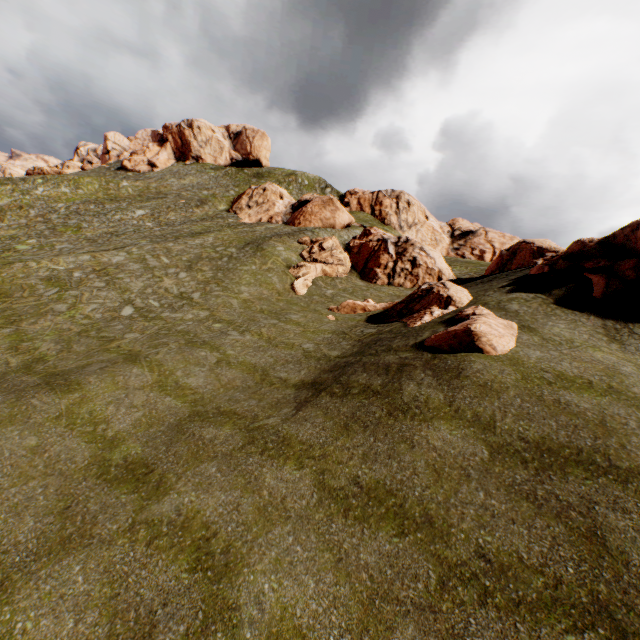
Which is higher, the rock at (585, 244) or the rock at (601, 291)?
the rock at (585, 244)

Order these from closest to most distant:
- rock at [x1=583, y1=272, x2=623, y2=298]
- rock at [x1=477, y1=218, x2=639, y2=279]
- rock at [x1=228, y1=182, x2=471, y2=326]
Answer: rock at [x1=583, y1=272, x2=623, y2=298] < rock at [x1=477, y1=218, x2=639, y2=279] < rock at [x1=228, y1=182, x2=471, y2=326]

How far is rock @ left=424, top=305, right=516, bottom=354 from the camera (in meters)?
12.07

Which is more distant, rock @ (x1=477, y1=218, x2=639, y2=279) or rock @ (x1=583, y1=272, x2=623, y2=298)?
rock @ (x1=477, y1=218, x2=639, y2=279)

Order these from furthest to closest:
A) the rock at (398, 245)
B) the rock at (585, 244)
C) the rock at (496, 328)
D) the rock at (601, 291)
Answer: the rock at (398, 245)
the rock at (585, 244)
the rock at (601, 291)
the rock at (496, 328)

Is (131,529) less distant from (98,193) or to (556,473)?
(556,473)
